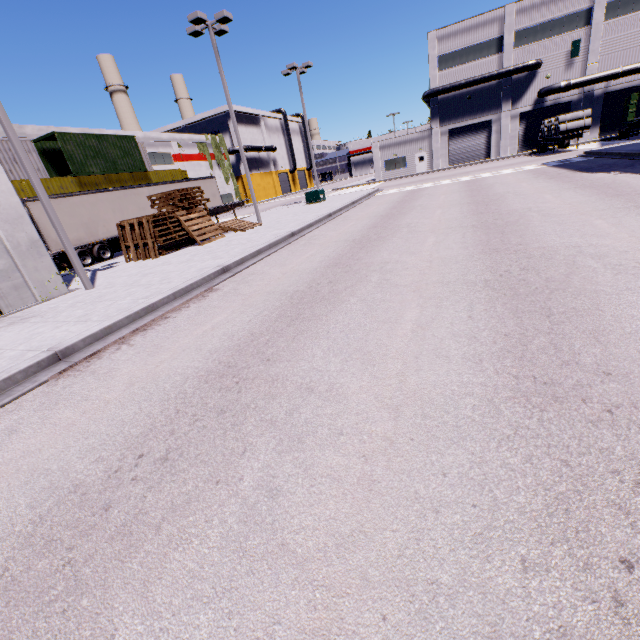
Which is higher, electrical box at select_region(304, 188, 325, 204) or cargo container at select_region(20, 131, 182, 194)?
cargo container at select_region(20, 131, 182, 194)

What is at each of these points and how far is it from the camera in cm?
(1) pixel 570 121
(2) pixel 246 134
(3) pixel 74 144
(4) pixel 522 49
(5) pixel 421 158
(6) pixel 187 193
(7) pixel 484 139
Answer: (1) concrete pipe stack, 2880
(2) building, 5903
(3) cargo container, 2203
(4) building, 3591
(5) door, 4403
(6) pallet, 1638
(7) roll-up door, 4088

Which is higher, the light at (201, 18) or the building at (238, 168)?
the light at (201, 18)

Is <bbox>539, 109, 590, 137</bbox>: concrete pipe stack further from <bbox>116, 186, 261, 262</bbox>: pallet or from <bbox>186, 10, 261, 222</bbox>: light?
<bbox>186, 10, 261, 222</bbox>: light

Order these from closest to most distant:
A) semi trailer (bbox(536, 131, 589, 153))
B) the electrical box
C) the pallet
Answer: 1. the pallet
2. the electrical box
3. semi trailer (bbox(536, 131, 589, 153))

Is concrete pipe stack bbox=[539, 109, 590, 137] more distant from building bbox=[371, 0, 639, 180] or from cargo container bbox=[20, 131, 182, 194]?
cargo container bbox=[20, 131, 182, 194]

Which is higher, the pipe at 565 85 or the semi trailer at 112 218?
the pipe at 565 85

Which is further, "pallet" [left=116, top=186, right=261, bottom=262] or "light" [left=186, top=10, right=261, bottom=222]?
"light" [left=186, top=10, right=261, bottom=222]
